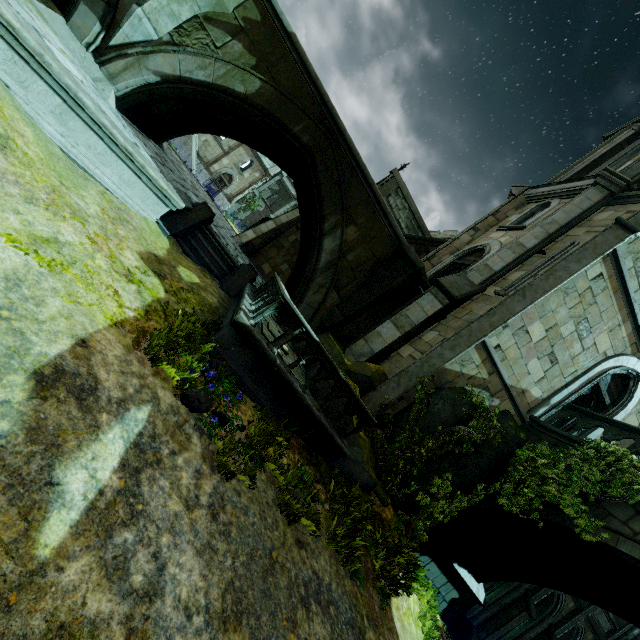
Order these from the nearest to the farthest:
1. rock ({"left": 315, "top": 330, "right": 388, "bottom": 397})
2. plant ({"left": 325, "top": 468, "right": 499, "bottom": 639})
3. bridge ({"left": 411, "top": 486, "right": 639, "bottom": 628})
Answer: plant ({"left": 325, "top": 468, "right": 499, "bottom": 639})
bridge ({"left": 411, "top": 486, "right": 639, "bottom": 628})
rock ({"left": 315, "top": 330, "right": 388, "bottom": 397})

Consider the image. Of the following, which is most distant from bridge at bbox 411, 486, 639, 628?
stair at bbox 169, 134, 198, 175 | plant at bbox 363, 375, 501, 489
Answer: stair at bbox 169, 134, 198, 175

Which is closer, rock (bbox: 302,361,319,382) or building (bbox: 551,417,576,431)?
rock (bbox: 302,361,319,382)

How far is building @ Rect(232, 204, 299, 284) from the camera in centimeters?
1664cm

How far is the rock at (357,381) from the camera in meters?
9.2

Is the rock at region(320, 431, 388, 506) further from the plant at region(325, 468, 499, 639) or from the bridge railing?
the bridge railing

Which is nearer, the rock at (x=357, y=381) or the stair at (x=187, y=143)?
the rock at (x=357, y=381)

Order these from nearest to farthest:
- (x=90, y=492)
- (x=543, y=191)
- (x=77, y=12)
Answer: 1. (x=90, y=492)
2. (x=77, y=12)
3. (x=543, y=191)
